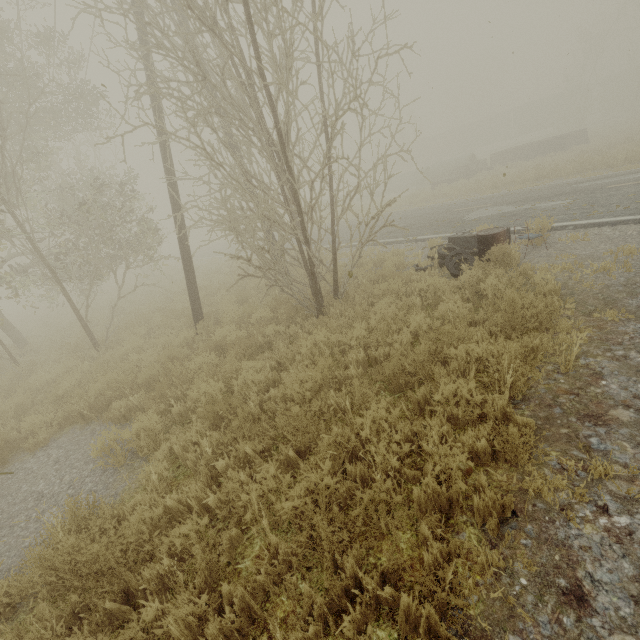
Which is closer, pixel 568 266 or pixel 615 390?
pixel 615 390

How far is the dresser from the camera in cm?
841

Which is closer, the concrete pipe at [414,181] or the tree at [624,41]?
the tree at [624,41]

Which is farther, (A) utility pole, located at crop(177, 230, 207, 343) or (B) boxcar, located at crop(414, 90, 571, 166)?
(B) boxcar, located at crop(414, 90, 571, 166)

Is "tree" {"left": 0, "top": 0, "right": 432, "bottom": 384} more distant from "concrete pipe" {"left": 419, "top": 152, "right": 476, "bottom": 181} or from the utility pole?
"concrete pipe" {"left": 419, "top": 152, "right": 476, "bottom": 181}

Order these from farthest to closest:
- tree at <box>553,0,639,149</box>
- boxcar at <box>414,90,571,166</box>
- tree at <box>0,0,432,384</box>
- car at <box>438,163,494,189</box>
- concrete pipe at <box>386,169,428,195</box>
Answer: boxcar at <box>414,90,571,166</box> < concrete pipe at <box>386,169,428,195</box> < tree at <box>553,0,639,149</box> < car at <box>438,163,494,189</box> < tree at <box>0,0,432,384</box>

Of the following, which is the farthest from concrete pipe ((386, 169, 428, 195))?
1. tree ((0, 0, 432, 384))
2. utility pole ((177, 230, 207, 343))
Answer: utility pole ((177, 230, 207, 343))

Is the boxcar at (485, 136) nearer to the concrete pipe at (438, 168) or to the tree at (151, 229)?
the concrete pipe at (438, 168)
